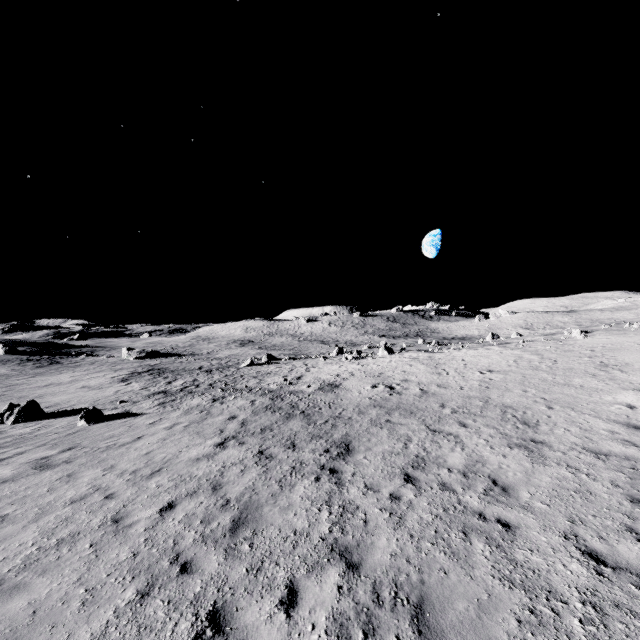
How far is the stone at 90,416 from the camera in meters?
16.3

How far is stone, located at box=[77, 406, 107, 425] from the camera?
16.3m

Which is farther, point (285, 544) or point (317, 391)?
point (317, 391)

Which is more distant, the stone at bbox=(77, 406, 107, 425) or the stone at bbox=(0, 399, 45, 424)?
the stone at bbox=(0, 399, 45, 424)

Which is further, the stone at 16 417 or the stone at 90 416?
the stone at 16 417
